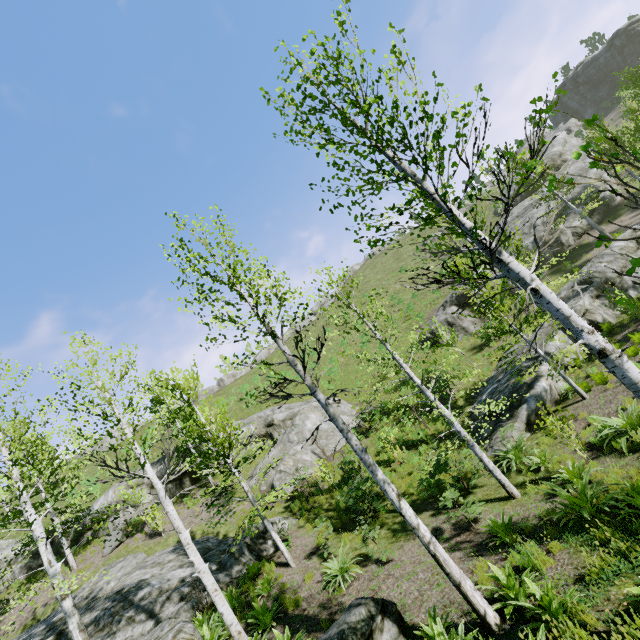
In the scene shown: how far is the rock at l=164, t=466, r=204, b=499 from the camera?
22.3 meters

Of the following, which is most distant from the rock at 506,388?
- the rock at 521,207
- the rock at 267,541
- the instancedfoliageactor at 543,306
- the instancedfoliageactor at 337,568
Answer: the rock at 267,541

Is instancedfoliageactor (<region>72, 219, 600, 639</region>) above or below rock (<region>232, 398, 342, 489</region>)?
below

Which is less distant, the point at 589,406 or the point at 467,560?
the point at 467,560

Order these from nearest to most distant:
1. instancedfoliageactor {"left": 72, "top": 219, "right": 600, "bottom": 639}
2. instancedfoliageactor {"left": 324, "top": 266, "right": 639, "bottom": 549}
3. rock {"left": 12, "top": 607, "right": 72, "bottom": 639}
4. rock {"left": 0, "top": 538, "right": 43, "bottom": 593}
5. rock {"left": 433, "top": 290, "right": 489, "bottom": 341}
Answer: instancedfoliageactor {"left": 72, "top": 219, "right": 600, "bottom": 639} → instancedfoliageactor {"left": 324, "top": 266, "right": 639, "bottom": 549} → rock {"left": 12, "top": 607, "right": 72, "bottom": 639} → rock {"left": 0, "top": 538, "right": 43, "bottom": 593} → rock {"left": 433, "top": 290, "right": 489, "bottom": 341}

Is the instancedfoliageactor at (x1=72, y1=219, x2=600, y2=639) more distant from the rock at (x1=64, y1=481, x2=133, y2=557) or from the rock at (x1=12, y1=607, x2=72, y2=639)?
the rock at (x1=64, y1=481, x2=133, y2=557)

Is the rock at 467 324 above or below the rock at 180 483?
below

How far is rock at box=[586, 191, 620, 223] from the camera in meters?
28.7
